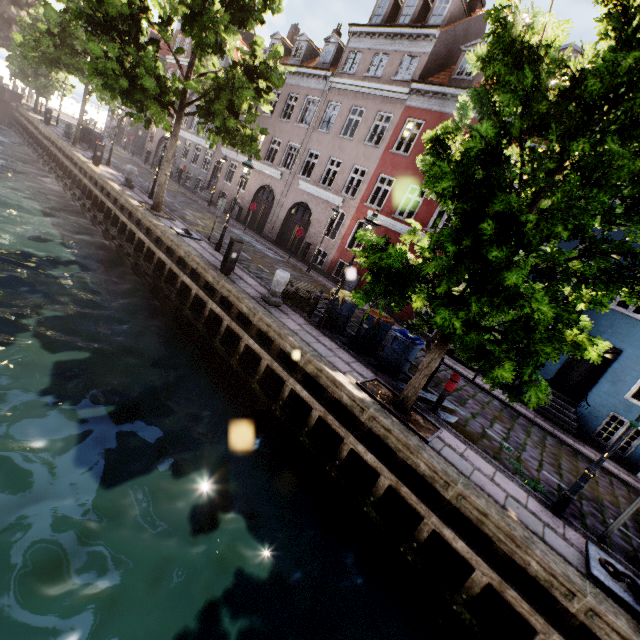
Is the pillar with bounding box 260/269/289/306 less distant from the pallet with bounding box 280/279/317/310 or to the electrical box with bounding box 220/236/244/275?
the pallet with bounding box 280/279/317/310

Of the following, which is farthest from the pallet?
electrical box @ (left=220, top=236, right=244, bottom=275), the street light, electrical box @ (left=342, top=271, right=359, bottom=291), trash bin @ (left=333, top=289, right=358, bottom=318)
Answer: the street light

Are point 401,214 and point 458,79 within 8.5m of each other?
yes

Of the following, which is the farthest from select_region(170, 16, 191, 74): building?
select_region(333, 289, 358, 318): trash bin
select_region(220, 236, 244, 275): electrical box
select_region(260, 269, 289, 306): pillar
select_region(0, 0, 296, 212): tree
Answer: select_region(220, 236, 244, 275): electrical box

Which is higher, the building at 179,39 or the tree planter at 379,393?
the building at 179,39

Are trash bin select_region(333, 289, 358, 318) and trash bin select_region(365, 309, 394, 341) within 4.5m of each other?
yes

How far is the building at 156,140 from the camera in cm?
3384

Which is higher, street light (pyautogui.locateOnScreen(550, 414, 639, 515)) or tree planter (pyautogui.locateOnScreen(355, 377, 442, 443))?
street light (pyautogui.locateOnScreen(550, 414, 639, 515))
